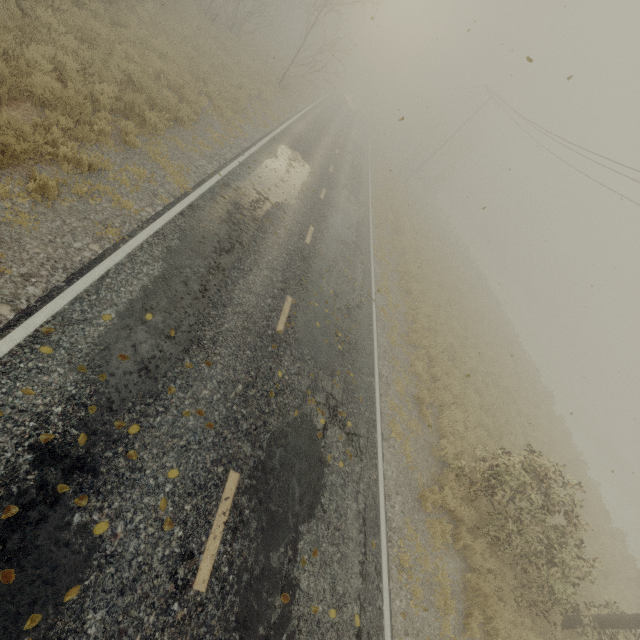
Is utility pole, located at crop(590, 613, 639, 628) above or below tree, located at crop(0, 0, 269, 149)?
above

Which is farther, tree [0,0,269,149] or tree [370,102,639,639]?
tree [370,102,639,639]

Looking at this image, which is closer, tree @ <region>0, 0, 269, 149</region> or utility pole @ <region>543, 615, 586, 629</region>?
tree @ <region>0, 0, 269, 149</region>

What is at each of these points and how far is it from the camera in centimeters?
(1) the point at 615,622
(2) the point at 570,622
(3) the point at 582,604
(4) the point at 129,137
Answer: (1) utility pole, 816cm
(2) utility pole, 864cm
(3) tree, 973cm
(4) tree, 849cm

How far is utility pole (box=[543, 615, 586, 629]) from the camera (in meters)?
8.55

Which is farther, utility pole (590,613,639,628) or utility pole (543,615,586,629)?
utility pole (543,615,586,629)

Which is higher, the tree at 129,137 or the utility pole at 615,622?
the utility pole at 615,622

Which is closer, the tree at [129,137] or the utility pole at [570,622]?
the tree at [129,137]
